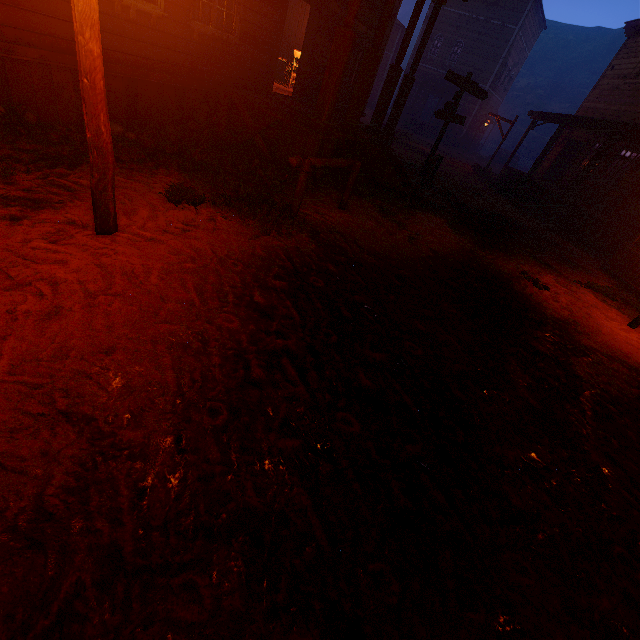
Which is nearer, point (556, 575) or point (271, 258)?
point (556, 575)

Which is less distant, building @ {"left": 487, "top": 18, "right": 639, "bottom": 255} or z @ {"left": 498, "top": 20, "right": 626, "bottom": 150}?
building @ {"left": 487, "top": 18, "right": 639, "bottom": 255}

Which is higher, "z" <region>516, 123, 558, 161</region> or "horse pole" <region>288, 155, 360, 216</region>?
"z" <region>516, 123, 558, 161</region>

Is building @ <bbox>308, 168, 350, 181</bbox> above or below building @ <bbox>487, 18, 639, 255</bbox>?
below

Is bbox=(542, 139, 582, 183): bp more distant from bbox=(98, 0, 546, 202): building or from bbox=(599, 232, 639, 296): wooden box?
bbox=(599, 232, 639, 296): wooden box

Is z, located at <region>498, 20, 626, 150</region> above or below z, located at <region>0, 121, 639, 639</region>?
above

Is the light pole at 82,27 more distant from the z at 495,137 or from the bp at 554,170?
the bp at 554,170

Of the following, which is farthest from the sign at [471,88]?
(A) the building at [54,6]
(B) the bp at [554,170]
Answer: (B) the bp at [554,170]
